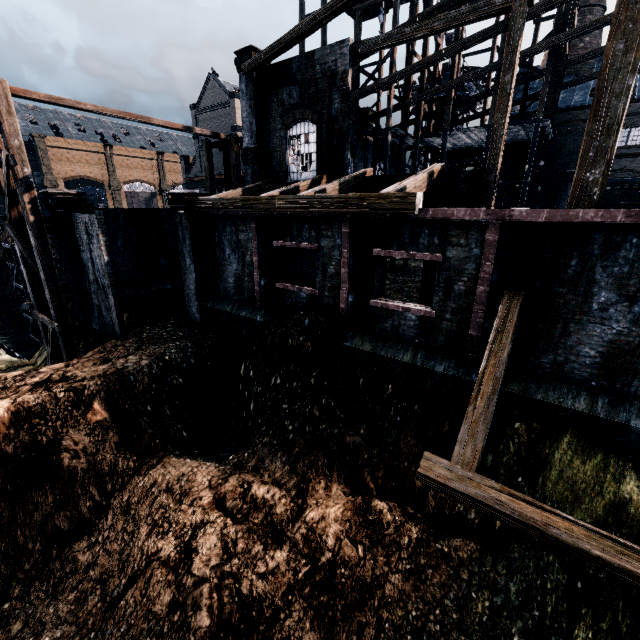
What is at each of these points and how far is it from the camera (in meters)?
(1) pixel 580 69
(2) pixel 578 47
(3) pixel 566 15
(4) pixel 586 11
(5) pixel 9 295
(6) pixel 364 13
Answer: (1) chimney, 35.94
(2) chimney, 35.66
(3) wooden scaffolding, 20.81
(4) chimney, 34.94
(5) wooden brace, 37.72
(6) wooden scaffolding, 30.27

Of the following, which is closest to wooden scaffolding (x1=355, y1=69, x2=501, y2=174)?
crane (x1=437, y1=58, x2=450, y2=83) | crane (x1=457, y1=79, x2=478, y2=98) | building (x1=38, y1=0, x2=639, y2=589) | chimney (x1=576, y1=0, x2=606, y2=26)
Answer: building (x1=38, y1=0, x2=639, y2=589)

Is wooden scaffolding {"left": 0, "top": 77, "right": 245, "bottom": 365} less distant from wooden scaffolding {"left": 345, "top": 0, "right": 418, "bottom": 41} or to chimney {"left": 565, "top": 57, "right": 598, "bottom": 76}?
wooden scaffolding {"left": 345, "top": 0, "right": 418, "bottom": 41}

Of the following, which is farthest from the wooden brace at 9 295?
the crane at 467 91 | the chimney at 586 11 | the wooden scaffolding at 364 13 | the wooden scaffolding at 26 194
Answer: the chimney at 586 11

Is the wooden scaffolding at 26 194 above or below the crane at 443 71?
below

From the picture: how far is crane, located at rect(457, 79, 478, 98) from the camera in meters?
33.9

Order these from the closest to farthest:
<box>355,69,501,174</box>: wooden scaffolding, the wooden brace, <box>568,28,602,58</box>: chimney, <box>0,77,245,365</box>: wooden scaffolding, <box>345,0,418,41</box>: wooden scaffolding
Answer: <box>0,77,245,365</box>: wooden scaffolding
<box>345,0,418,41</box>: wooden scaffolding
<box>355,69,501,174</box>: wooden scaffolding
<box>568,28,602,58</box>: chimney
the wooden brace

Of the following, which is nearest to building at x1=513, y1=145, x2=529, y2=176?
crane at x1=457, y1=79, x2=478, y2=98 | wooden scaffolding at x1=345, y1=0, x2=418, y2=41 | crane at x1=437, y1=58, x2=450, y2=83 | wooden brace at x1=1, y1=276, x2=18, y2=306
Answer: wooden scaffolding at x1=345, y1=0, x2=418, y2=41
